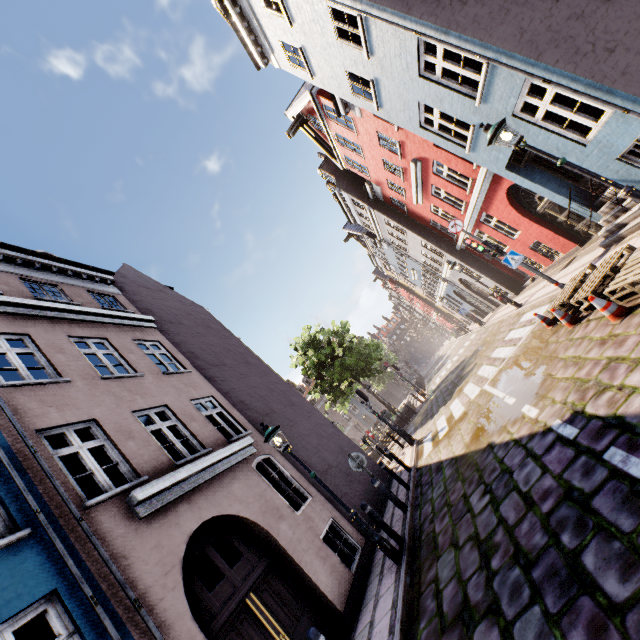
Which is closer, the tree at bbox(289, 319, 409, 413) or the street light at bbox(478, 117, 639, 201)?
the street light at bbox(478, 117, 639, 201)

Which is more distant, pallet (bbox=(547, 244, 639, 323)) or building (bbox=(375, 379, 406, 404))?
building (bbox=(375, 379, 406, 404))

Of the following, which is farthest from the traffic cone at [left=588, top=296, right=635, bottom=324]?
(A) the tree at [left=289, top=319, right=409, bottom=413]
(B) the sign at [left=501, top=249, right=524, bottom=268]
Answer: (A) the tree at [left=289, top=319, right=409, bottom=413]

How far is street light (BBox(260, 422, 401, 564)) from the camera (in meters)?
6.45

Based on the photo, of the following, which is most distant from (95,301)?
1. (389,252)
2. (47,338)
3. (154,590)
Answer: (389,252)

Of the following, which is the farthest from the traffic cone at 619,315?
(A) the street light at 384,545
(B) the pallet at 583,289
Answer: (A) the street light at 384,545

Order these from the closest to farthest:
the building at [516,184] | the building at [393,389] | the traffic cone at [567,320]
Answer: the building at [516,184] < the traffic cone at [567,320] < the building at [393,389]

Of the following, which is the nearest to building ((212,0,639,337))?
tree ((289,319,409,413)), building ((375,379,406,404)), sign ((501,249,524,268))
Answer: tree ((289,319,409,413))
